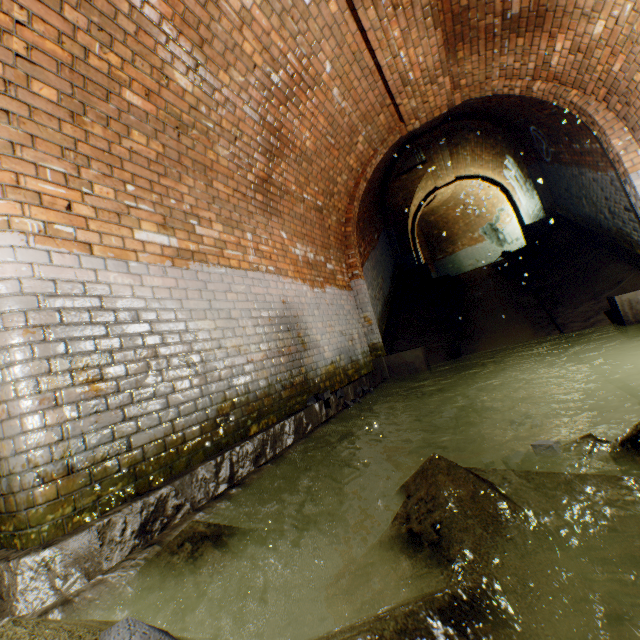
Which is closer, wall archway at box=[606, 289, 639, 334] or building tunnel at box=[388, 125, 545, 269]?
wall archway at box=[606, 289, 639, 334]

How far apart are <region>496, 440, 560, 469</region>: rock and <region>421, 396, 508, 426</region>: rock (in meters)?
1.89

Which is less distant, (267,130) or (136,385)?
(136,385)

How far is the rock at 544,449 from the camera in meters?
1.6

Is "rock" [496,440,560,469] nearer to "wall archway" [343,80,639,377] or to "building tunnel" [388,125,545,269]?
"building tunnel" [388,125,545,269]

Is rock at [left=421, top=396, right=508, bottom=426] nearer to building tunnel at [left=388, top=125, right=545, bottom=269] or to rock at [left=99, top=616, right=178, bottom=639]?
building tunnel at [left=388, top=125, right=545, bottom=269]

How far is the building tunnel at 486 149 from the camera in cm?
1065
